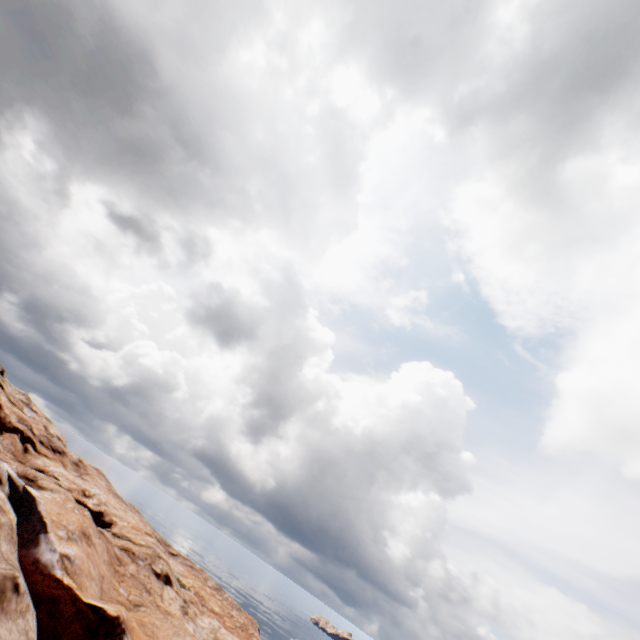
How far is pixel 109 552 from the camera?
27.5m
